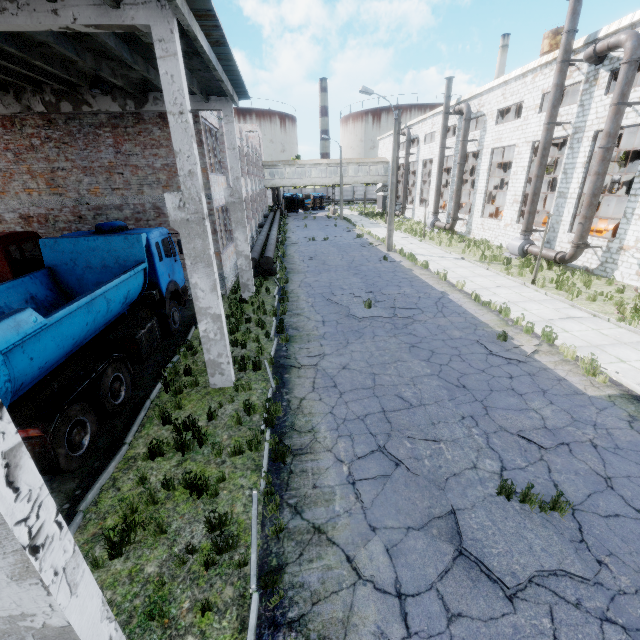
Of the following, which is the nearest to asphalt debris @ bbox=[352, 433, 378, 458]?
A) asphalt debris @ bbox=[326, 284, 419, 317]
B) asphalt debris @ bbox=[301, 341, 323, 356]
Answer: asphalt debris @ bbox=[301, 341, 323, 356]

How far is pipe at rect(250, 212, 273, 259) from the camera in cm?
1900

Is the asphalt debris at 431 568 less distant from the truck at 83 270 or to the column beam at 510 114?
the truck at 83 270

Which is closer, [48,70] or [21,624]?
[21,624]

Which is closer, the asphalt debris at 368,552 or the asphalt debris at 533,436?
the asphalt debris at 368,552

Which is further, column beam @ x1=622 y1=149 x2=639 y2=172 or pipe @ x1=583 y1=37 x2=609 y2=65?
column beam @ x1=622 y1=149 x2=639 y2=172

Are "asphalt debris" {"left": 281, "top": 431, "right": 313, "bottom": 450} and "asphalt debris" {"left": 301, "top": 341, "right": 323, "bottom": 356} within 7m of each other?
yes

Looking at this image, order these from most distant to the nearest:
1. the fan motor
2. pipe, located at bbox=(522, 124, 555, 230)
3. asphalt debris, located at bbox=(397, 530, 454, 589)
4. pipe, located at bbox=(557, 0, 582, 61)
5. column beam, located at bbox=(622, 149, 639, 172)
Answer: column beam, located at bbox=(622, 149, 639, 172) < the fan motor < pipe, located at bbox=(522, 124, 555, 230) < pipe, located at bbox=(557, 0, 582, 61) < asphalt debris, located at bbox=(397, 530, 454, 589)
